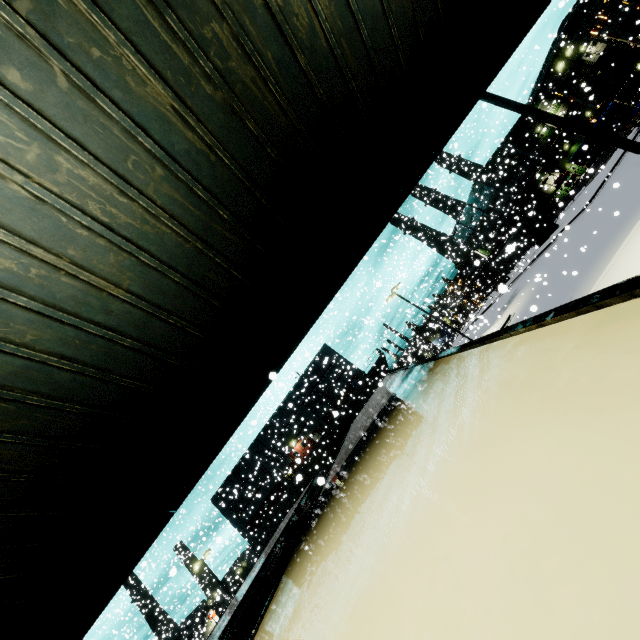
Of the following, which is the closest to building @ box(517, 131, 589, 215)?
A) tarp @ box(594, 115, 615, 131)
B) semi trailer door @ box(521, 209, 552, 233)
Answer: tarp @ box(594, 115, 615, 131)

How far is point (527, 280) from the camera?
29.2 meters

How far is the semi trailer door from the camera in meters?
38.8 m

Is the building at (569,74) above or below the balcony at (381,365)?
above

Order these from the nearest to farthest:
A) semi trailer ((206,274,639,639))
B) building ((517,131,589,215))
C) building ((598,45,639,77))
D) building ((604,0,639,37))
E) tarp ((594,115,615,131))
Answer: semi trailer ((206,274,639,639)) < tarp ((594,115,615,131)) < building ((598,45,639,77)) < building ((604,0,639,37)) < building ((517,131,589,215))

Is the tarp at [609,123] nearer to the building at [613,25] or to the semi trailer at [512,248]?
the building at [613,25]

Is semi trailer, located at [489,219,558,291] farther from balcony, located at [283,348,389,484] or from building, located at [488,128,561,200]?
balcony, located at [283,348,389,484]

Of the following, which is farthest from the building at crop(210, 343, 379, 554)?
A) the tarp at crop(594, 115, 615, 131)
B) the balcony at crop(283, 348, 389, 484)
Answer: the tarp at crop(594, 115, 615, 131)
